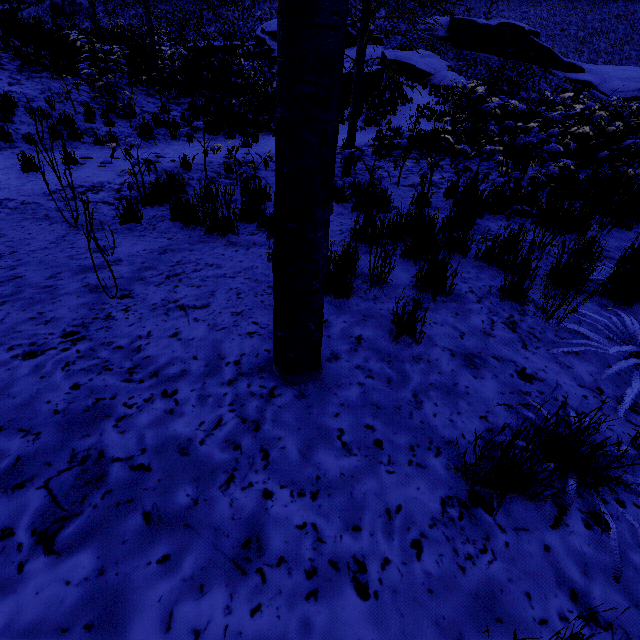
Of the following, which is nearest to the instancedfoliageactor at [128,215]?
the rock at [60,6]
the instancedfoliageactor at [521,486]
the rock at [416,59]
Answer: the instancedfoliageactor at [521,486]

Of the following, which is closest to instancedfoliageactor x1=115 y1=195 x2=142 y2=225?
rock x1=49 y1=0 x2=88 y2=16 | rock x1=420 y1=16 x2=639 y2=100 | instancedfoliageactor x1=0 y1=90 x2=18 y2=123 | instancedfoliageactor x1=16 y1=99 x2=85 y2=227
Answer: instancedfoliageactor x1=16 y1=99 x2=85 y2=227

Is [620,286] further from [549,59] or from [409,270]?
[549,59]

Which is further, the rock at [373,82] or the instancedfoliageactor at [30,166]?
the rock at [373,82]

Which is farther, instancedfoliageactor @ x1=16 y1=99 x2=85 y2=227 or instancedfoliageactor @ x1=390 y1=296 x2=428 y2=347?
instancedfoliageactor @ x1=16 y1=99 x2=85 y2=227

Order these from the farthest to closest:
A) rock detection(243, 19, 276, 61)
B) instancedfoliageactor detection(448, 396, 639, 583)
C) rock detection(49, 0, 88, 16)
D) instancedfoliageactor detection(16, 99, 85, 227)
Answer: rock detection(49, 0, 88, 16)
rock detection(243, 19, 276, 61)
instancedfoliageactor detection(16, 99, 85, 227)
instancedfoliageactor detection(448, 396, 639, 583)

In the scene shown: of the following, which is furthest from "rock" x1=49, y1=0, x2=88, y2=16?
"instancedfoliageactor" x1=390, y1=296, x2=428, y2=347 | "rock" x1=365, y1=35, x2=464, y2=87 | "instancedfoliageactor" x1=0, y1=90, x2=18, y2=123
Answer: "instancedfoliageactor" x1=390, y1=296, x2=428, y2=347

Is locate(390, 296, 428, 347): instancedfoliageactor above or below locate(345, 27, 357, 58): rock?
below
